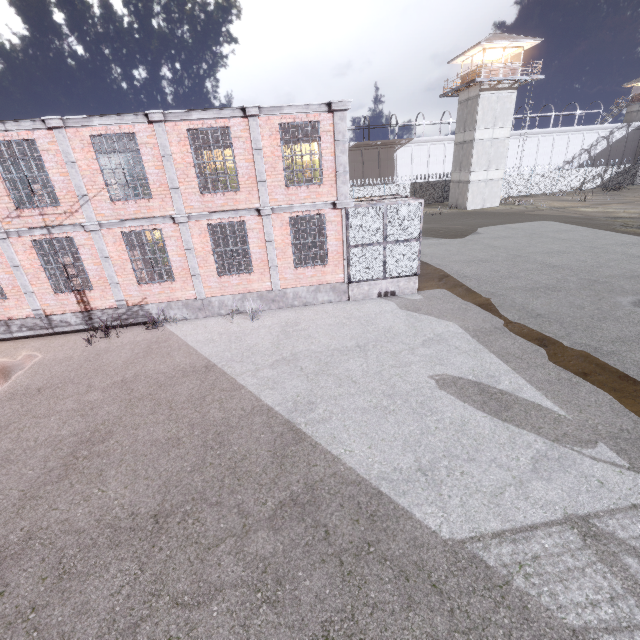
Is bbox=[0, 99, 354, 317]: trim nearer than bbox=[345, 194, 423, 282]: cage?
Yes

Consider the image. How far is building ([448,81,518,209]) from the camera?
32.4 meters

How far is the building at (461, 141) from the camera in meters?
32.4 m

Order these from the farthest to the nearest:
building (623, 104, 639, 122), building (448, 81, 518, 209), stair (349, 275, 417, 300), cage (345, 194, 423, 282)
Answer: building (623, 104, 639, 122) → building (448, 81, 518, 209) → stair (349, 275, 417, 300) → cage (345, 194, 423, 282)

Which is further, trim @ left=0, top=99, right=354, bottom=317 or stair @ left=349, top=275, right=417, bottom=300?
stair @ left=349, top=275, right=417, bottom=300

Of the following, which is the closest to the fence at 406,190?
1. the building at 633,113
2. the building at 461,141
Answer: the building at 461,141

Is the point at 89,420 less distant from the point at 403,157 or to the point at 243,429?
the point at 243,429

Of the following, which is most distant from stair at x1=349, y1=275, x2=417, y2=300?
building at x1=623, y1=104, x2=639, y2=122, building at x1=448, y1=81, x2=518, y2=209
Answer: building at x1=623, y1=104, x2=639, y2=122
